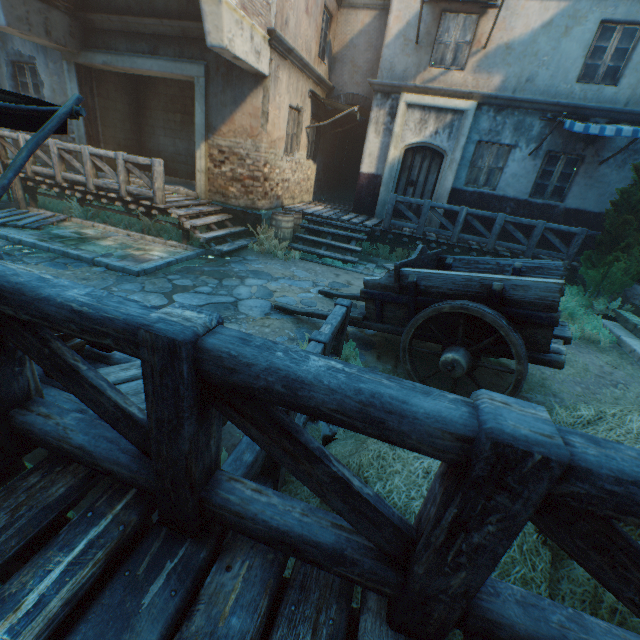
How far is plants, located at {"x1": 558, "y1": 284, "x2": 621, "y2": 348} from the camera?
6.65m

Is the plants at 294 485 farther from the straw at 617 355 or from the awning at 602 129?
the awning at 602 129

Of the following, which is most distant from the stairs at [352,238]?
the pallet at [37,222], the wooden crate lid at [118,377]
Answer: the wooden crate lid at [118,377]

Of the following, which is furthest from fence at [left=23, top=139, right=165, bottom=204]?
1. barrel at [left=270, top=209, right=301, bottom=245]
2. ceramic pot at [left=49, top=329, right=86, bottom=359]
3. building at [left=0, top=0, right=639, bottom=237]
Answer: ceramic pot at [left=49, top=329, right=86, bottom=359]

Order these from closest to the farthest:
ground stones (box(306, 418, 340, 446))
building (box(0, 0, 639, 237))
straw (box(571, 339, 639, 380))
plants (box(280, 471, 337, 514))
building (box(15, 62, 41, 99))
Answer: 1. plants (box(280, 471, 337, 514))
2. ground stones (box(306, 418, 340, 446))
3. straw (box(571, 339, 639, 380))
4. building (box(0, 0, 639, 237))
5. building (box(15, 62, 41, 99))

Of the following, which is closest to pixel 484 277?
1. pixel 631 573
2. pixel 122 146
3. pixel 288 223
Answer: pixel 631 573

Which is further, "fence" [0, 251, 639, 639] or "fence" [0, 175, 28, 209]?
"fence" [0, 175, 28, 209]

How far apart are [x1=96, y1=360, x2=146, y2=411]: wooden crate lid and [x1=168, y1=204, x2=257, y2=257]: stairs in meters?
5.3
